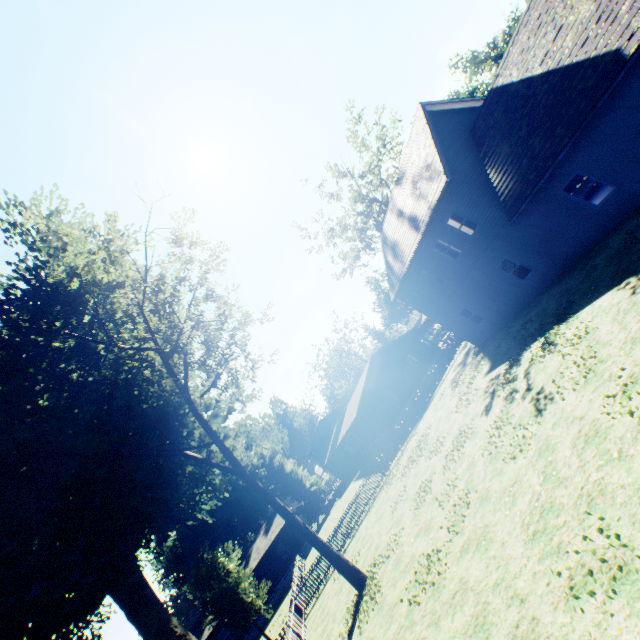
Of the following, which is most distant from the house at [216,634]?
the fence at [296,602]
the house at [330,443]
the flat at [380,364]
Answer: the flat at [380,364]

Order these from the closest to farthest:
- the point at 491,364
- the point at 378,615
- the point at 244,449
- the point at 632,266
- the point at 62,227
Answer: the point at 632,266
the point at 378,615
the point at 62,227
the point at 491,364
the point at 244,449

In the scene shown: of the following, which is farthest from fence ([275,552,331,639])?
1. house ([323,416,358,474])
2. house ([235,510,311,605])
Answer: house ([323,416,358,474])

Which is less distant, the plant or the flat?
the plant

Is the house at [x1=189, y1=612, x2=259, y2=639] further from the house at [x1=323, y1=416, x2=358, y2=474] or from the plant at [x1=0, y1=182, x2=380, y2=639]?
the house at [x1=323, y1=416, x2=358, y2=474]

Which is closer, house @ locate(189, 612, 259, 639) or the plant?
the plant

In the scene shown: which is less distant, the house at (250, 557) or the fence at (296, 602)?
the fence at (296, 602)

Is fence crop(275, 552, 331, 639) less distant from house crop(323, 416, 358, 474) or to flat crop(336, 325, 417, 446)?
flat crop(336, 325, 417, 446)
